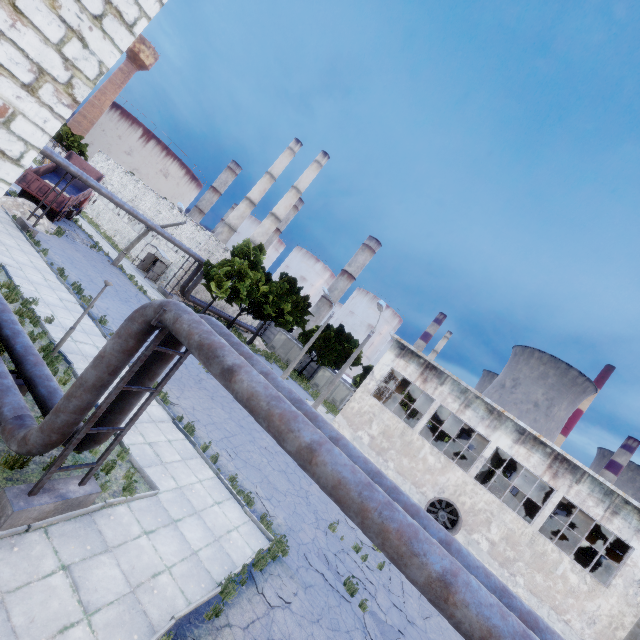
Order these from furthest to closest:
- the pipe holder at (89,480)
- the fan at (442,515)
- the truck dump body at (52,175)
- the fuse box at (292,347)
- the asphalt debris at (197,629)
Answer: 1. the fuse box at (292,347)
2. the truck dump body at (52,175)
3. the fan at (442,515)
4. the asphalt debris at (197,629)
5. the pipe holder at (89,480)

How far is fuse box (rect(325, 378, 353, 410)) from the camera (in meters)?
43.28

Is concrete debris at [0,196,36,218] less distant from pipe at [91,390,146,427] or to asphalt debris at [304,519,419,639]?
pipe at [91,390,146,427]

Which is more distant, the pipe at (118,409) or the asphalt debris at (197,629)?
the pipe at (118,409)

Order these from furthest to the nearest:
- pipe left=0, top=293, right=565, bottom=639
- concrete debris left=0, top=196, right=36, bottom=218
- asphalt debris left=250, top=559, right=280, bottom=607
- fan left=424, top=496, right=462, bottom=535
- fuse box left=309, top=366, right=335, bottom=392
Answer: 1. fuse box left=309, top=366, right=335, bottom=392
2. concrete debris left=0, top=196, right=36, bottom=218
3. fan left=424, top=496, right=462, bottom=535
4. asphalt debris left=250, top=559, right=280, bottom=607
5. pipe left=0, top=293, right=565, bottom=639

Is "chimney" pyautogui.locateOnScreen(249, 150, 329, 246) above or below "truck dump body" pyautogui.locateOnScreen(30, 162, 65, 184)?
above

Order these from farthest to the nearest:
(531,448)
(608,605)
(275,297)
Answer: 1. (275,297)
2. (531,448)
3. (608,605)

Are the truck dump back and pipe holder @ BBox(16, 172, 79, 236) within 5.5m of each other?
yes
